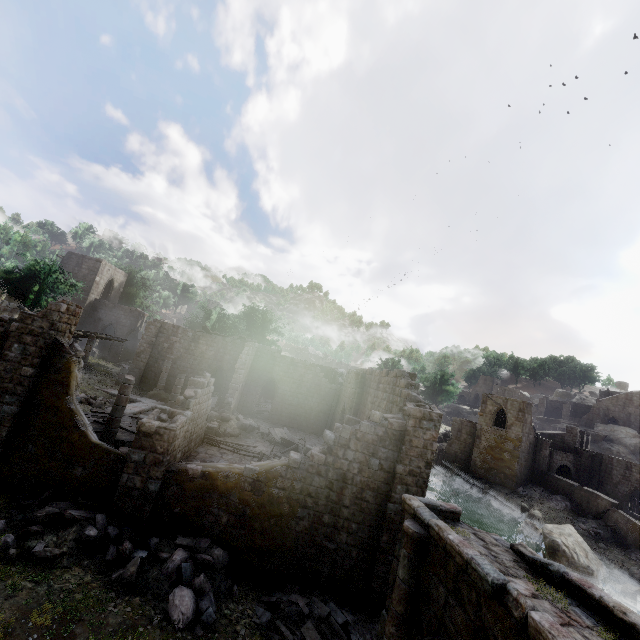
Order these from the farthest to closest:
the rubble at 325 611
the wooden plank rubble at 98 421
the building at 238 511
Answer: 1. the wooden plank rubble at 98 421
2. the building at 238 511
3. the rubble at 325 611

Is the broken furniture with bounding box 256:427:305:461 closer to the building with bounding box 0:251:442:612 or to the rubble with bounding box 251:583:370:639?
the building with bounding box 0:251:442:612

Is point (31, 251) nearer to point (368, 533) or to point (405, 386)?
point (405, 386)

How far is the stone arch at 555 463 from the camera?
42.66m

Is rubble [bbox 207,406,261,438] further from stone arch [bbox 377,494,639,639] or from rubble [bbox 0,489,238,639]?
stone arch [bbox 377,494,639,639]

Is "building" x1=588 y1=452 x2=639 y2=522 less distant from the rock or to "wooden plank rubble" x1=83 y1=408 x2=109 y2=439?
"wooden plank rubble" x1=83 y1=408 x2=109 y2=439

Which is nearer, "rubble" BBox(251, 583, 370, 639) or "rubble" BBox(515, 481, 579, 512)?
"rubble" BBox(251, 583, 370, 639)

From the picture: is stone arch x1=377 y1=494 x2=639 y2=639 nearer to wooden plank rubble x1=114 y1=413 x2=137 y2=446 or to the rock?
wooden plank rubble x1=114 y1=413 x2=137 y2=446
